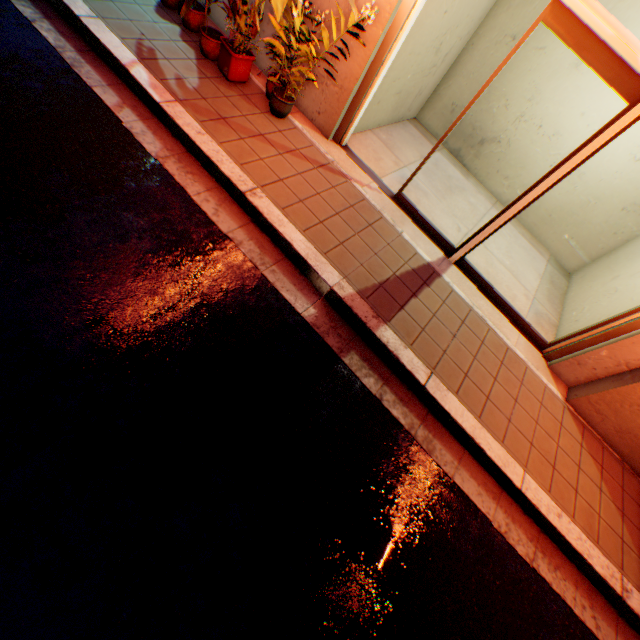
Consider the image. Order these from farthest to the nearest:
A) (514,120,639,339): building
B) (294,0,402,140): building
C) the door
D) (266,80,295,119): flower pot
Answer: (514,120,639,339): building
(266,80,295,119): flower pot
(294,0,402,140): building
the door

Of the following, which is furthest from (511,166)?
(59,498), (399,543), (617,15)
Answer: (59,498)

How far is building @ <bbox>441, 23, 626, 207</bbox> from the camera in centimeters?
497cm

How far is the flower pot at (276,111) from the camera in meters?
4.2 m

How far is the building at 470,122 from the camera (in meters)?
4.97

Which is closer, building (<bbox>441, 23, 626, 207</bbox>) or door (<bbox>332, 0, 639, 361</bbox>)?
door (<bbox>332, 0, 639, 361</bbox>)

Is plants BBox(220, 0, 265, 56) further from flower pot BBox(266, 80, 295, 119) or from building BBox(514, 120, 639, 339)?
flower pot BBox(266, 80, 295, 119)

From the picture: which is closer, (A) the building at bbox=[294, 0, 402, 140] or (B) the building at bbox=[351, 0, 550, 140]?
(A) the building at bbox=[294, 0, 402, 140]
